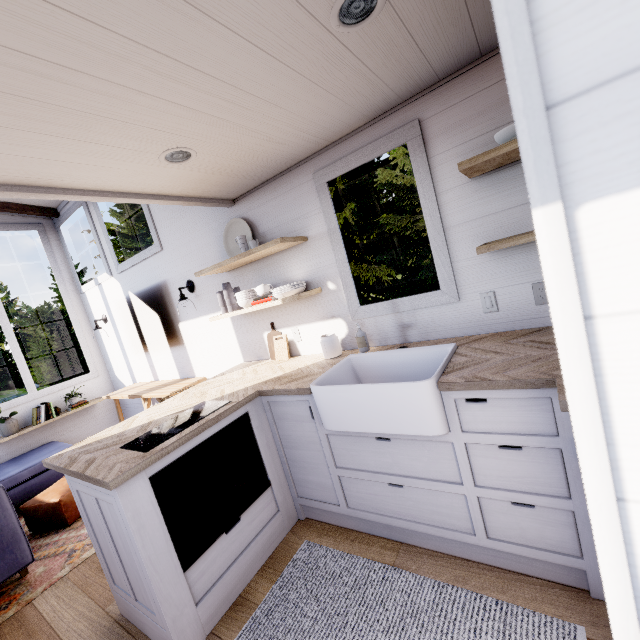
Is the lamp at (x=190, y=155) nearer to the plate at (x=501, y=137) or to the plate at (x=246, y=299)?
the plate at (x=246, y=299)

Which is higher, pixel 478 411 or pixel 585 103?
pixel 585 103

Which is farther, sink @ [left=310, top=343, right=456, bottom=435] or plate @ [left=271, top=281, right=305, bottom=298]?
plate @ [left=271, top=281, right=305, bottom=298]

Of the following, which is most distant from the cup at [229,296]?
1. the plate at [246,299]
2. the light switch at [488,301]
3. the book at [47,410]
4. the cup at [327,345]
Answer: the book at [47,410]

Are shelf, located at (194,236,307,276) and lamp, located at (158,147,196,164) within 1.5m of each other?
yes

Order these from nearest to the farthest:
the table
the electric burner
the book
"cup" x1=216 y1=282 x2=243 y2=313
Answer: the electric burner → "cup" x1=216 y1=282 x2=243 y2=313 → the table → the book

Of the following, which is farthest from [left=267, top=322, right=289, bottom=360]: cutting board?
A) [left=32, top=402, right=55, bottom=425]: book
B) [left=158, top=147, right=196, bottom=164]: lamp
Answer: [left=32, top=402, right=55, bottom=425]: book

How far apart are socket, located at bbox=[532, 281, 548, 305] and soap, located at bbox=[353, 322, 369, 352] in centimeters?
113cm
